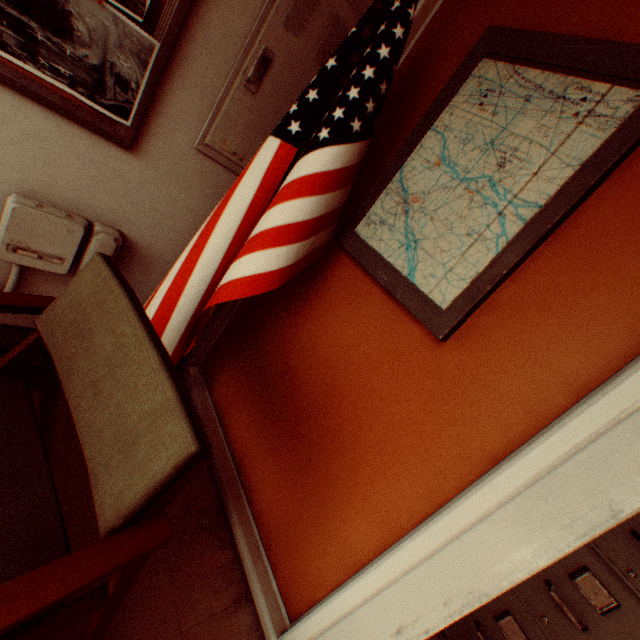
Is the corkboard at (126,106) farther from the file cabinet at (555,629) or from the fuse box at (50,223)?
the file cabinet at (555,629)

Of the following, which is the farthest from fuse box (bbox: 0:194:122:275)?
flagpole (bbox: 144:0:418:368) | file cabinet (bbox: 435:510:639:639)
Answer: file cabinet (bbox: 435:510:639:639)

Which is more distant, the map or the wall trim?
the wall trim

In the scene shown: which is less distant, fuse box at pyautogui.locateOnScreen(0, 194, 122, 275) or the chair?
the chair

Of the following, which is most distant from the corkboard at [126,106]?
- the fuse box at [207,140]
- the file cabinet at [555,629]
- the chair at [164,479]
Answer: the file cabinet at [555,629]

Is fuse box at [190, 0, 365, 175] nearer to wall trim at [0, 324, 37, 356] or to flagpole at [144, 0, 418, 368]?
flagpole at [144, 0, 418, 368]

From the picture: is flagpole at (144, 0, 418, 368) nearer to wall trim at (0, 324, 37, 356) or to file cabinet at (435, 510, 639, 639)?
wall trim at (0, 324, 37, 356)

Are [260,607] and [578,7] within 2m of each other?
no
